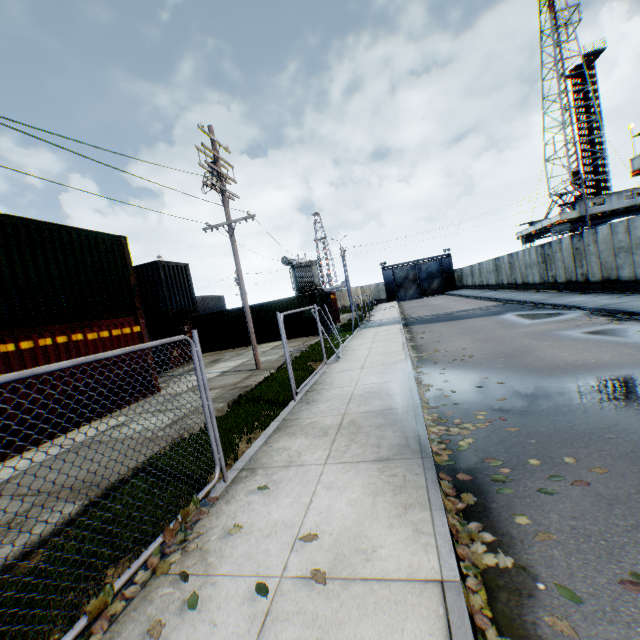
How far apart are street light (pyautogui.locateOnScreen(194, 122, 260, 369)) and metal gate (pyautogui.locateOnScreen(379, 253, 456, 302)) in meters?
42.5 m

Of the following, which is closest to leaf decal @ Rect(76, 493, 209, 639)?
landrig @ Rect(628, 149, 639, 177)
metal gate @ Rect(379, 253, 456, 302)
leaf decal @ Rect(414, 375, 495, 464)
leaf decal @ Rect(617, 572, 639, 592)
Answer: leaf decal @ Rect(414, 375, 495, 464)

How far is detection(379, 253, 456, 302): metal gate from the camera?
51.84m

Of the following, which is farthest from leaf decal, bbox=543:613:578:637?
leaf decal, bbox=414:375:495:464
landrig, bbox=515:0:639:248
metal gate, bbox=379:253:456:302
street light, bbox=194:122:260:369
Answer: metal gate, bbox=379:253:456:302

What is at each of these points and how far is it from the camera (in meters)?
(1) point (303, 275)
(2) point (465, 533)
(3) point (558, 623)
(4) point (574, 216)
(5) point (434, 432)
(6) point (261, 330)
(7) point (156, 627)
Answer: (1) electrical compensator, 31.75
(2) leaf decal, 3.12
(3) leaf decal, 2.21
(4) landrig, 36.00
(5) leaf decal, 5.29
(6) storage container, 23.61
(7) leaf decal, 2.44

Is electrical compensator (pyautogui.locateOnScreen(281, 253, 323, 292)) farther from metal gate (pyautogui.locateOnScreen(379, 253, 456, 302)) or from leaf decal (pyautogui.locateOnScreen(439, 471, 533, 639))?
leaf decal (pyautogui.locateOnScreen(439, 471, 533, 639))

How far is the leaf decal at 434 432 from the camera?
4.57m

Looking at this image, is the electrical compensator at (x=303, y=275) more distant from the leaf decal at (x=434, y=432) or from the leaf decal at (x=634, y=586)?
the leaf decal at (x=634, y=586)
